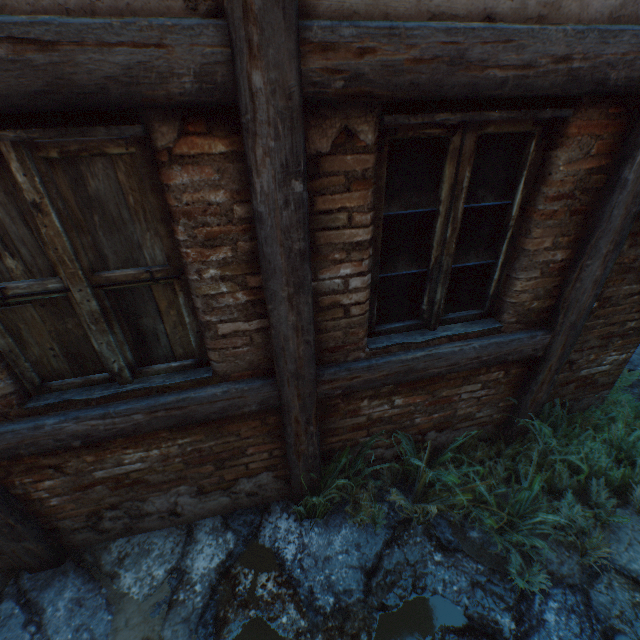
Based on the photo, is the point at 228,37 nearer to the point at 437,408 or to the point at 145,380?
the point at 145,380

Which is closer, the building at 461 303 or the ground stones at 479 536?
the building at 461 303

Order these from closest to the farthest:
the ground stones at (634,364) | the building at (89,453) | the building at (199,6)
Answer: the building at (199,6) → the building at (89,453) → the ground stones at (634,364)

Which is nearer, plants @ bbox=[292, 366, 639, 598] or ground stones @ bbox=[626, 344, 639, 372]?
plants @ bbox=[292, 366, 639, 598]

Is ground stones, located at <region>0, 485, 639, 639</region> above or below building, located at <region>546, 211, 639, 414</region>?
below

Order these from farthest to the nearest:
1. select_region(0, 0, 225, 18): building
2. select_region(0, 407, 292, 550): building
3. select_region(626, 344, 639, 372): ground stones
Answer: select_region(626, 344, 639, 372): ground stones < select_region(0, 407, 292, 550): building < select_region(0, 0, 225, 18): building

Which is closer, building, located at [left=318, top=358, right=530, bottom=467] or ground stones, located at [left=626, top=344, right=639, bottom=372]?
building, located at [left=318, top=358, right=530, bottom=467]
